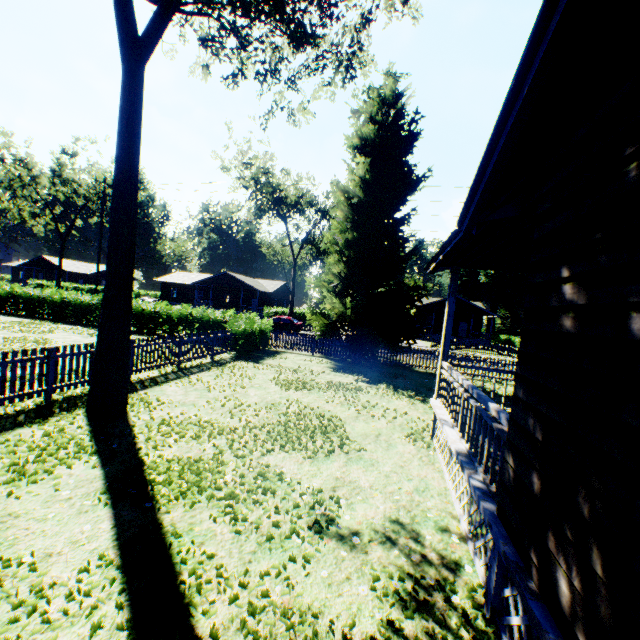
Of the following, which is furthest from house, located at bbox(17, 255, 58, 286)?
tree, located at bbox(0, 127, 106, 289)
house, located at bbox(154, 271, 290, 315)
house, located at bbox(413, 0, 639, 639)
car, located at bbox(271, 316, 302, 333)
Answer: house, located at bbox(413, 0, 639, 639)

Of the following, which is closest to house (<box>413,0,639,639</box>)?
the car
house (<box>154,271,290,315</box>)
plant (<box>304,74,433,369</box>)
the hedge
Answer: plant (<box>304,74,433,369</box>)

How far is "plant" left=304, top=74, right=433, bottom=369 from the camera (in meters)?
16.64

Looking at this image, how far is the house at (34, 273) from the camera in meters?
57.8 m

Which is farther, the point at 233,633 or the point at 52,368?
the point at 52,368

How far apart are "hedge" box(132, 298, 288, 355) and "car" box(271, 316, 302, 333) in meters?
11.1

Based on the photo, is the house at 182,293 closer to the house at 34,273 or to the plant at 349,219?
the house at 34,273

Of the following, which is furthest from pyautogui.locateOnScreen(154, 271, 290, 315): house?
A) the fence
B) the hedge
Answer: the fence
